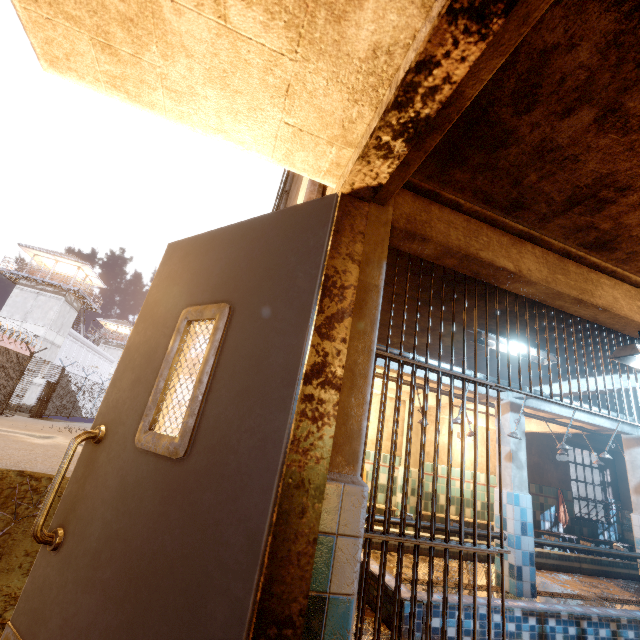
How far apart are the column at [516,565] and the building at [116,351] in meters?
58.7

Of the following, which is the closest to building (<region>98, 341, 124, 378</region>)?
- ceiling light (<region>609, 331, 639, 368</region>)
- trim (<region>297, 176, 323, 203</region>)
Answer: trim (<region>297, 176, 323, 203</region>)

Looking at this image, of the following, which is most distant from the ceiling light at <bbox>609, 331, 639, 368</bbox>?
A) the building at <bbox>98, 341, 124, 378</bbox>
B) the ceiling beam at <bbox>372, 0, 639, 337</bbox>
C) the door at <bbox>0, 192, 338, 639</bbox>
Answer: the building at <bbox>98, 341, 124, 378</bbox>

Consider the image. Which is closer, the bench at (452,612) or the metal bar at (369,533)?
the metal bar at (369,533)

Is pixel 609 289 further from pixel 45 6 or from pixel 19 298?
pixel 19 298

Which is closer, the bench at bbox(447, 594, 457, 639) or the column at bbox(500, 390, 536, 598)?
the bench at bbox(447, 594, 457, 639)

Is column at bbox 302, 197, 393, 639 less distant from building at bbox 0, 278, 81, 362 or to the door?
the door

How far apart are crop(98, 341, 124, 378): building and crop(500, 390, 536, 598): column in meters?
58.7 m
